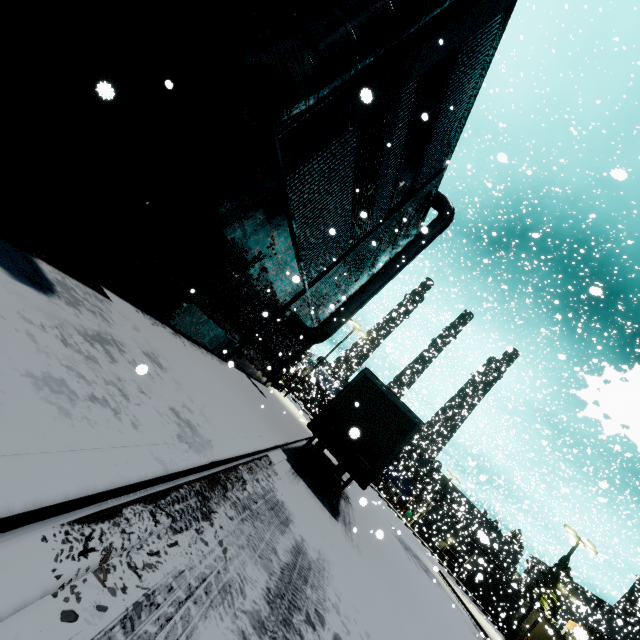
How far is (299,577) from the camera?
4.7 meters

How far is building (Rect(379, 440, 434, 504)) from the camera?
45.87m

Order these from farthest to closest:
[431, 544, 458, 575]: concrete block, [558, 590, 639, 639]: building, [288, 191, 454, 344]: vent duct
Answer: [431, 544, 458, 575]: concrete block, [558, 590, 639, 639]: building, [288, 191, 454, 344]: vent duct

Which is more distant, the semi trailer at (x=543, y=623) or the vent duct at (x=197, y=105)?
the semi trailer at (x=543, y=623)

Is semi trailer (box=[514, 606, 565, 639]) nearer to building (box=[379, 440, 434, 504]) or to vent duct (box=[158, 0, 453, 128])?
building (box=[379, 440, 434, 504])

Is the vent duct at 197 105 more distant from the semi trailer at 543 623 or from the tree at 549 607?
the tree at 549 607

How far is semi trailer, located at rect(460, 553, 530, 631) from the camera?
28.9 meters

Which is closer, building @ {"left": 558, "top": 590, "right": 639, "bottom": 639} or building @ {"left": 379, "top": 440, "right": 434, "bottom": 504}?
building @ {"left": 558, "top": 590, "right": 639, "bottom": 639}
